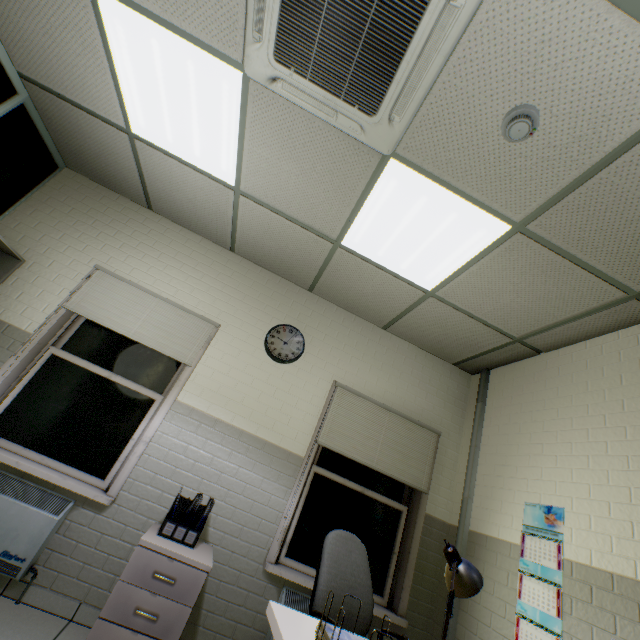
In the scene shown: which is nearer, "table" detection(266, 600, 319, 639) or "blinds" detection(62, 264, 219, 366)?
"table" detection(266, 600, 319, 639)

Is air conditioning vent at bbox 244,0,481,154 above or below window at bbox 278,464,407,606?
above

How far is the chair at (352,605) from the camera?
2.06m

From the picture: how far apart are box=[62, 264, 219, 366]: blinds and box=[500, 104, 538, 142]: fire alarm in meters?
2.8

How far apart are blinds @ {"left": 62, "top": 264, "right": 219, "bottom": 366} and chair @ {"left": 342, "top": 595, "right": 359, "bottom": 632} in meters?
2.1 m

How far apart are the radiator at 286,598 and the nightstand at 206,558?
0.7m

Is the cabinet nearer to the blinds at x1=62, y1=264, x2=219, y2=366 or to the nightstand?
the blinds at x1=62, y1=264, x2=219, y2=366

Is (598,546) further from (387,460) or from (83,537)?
(83,537)
